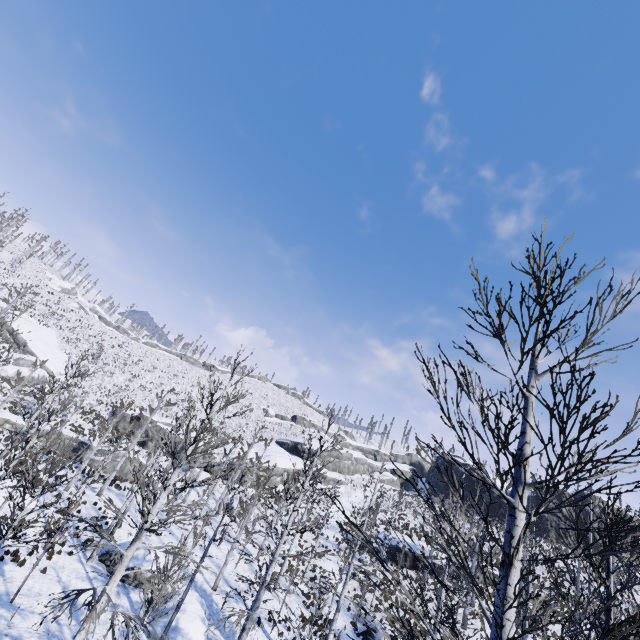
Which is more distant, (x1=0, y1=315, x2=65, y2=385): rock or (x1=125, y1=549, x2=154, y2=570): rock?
(x1=0, y1=315, x2=65, y2=385): rock

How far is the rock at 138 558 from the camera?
18.2m

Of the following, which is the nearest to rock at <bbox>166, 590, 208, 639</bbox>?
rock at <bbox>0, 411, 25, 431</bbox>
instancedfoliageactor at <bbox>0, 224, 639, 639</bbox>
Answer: instancedfoliageactor at <bbox>0, 224, 639, 639</bbox>

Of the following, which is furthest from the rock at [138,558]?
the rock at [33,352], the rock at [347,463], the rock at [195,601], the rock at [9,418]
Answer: the rock at [33,352]

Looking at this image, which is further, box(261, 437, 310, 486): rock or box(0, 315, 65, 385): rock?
box(261, 437, 310, 486): rock

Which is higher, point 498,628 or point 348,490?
point 348,490

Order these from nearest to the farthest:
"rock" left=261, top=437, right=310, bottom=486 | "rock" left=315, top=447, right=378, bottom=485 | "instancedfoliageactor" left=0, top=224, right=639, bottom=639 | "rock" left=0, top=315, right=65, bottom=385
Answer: "instancedfoliageactor" left=0, top=224, right=639, bottom=639 < "rock" left=0, top=315, right=65, bottom=385 < "rock" left=261, top=437, right=310, bottom=486 < "rock" left=315, top=447, right=378, bottom=485

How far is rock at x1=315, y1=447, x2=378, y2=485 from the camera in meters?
49.1
